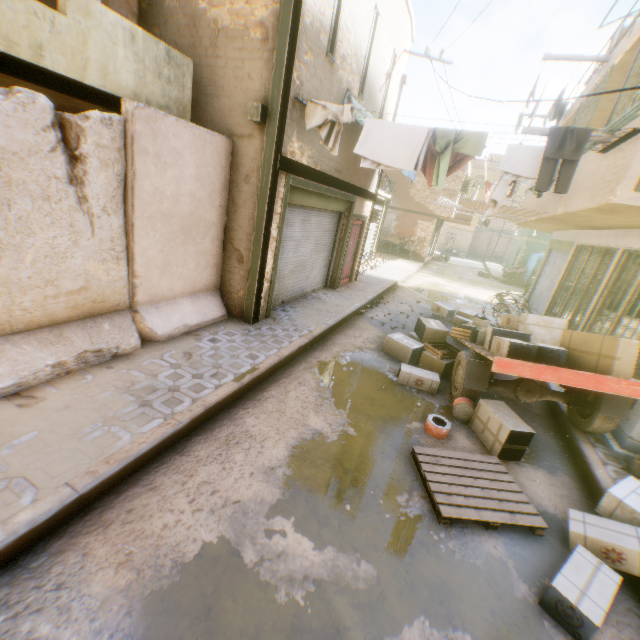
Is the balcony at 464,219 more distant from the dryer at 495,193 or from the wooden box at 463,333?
the wooden box at 463,333

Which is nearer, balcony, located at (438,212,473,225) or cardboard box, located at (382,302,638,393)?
cardboard box, located at (382,302,638,393)

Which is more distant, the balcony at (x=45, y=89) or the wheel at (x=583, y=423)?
the wheel at (x=583, y=423)

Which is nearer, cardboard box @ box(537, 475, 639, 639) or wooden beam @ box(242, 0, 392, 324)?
cardboard box @ box(537, 475, 639, 639)

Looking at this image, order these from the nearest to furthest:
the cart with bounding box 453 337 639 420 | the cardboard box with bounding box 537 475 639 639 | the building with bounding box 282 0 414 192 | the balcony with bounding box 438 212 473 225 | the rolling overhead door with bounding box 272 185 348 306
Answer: the cardboard box with bounding box 537 475 639 639 < the cart with bounding box 453 337 639 420 < the building with bounding box 282 0 414 192 < the rolling overhead door with bounding box 272 185 348 306 < the balcony with bounding box 438 212 473 225

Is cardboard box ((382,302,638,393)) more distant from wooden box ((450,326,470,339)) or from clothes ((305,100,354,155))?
clothes ((305,100,354,155))

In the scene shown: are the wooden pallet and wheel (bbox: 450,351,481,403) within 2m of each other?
yes

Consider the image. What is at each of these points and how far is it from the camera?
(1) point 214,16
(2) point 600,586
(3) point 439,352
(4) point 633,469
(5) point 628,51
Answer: (1) building, 5.5m
(2) cardboard box, 2.8m
(3) wooden box, 6.5m
(4) trash bag, 4.4m
(5) building, 6.1m
